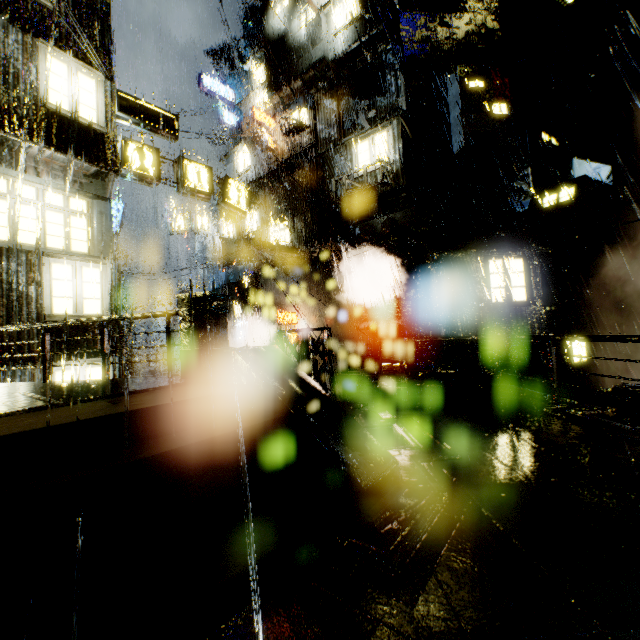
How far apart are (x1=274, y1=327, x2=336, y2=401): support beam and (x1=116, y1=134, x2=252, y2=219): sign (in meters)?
7.66

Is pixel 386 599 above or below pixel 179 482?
below

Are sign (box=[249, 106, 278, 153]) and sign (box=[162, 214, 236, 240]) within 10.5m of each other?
yes

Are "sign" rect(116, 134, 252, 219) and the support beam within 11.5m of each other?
yes

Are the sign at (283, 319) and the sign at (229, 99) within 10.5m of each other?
no

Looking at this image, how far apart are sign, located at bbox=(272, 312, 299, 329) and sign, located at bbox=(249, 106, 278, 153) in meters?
11.8

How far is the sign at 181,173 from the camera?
11.30m

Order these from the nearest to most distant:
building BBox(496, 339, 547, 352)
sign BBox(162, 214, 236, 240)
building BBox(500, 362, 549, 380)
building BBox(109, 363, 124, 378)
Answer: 1. building BBox(109, 363, 124, 378)
2. building BBox(500, 362, 549, 380)
3. building BBox(496, 339, 547, 352)
4. sign BBox(162, 214, 236, 240)
